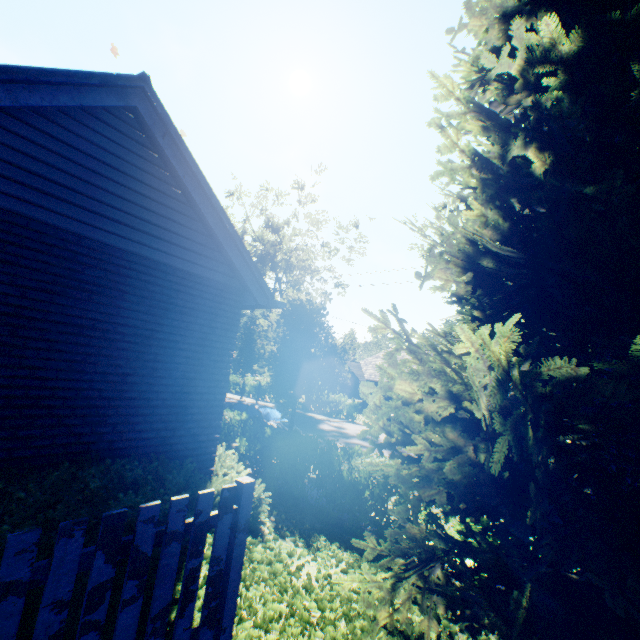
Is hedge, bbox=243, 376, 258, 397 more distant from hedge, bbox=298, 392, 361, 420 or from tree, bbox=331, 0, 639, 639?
hedge, bbox=298, 392, 361, 420

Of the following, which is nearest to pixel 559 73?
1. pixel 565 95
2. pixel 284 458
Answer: pixel 565 95

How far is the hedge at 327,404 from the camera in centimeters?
2609cm

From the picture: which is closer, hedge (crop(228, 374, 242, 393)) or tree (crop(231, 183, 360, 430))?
tree (crop(231, 183, 360, 430))

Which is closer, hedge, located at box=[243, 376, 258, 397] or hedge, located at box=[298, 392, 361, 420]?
hedge, located at box=[298, 392, 361, 420]

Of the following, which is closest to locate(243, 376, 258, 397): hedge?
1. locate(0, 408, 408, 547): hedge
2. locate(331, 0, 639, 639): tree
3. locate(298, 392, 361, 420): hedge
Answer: locate(331, 0, 639, 639): tree

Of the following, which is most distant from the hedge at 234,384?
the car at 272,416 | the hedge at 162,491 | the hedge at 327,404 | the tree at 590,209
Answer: the hedge at 327,404

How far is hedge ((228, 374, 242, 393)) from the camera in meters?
35.2
